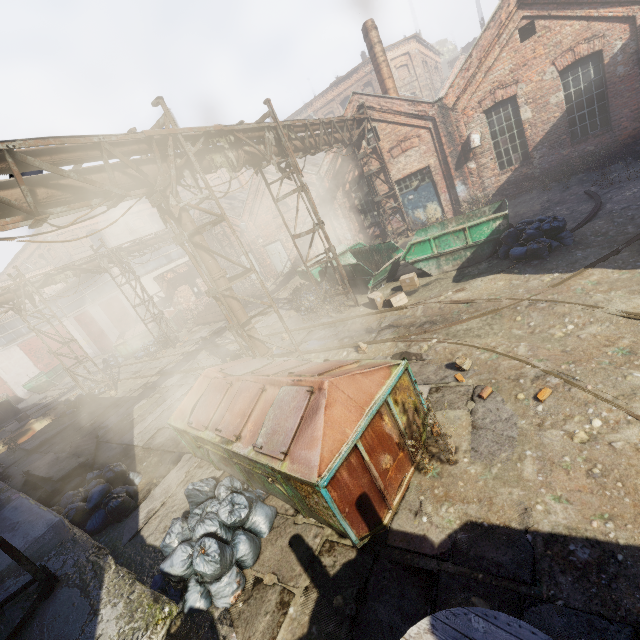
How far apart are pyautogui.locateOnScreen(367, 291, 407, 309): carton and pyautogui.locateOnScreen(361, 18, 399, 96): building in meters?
12.3

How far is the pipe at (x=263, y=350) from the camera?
8.11m

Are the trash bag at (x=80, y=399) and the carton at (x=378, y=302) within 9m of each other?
no

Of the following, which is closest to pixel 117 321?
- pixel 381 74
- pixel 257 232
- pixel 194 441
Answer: pixel 257 232

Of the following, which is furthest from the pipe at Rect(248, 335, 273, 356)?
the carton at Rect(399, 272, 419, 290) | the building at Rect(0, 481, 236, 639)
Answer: the carton at Rect(399, 272, 419, 290)

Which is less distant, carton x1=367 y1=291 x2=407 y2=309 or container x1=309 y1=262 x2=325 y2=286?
carton x1=367 y1=291 x2=407 y2=309

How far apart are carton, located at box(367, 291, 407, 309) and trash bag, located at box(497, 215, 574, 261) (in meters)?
2.99

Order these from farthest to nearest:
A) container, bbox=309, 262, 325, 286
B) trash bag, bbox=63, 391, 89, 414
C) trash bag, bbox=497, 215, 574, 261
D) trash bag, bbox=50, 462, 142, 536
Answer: trash bag, bbox=63, 391, 89, 414 → container, bbox=309, 262, 325, 286 → trash bag, bbox=497, 215, 574, 261 → trash bag, bbox=50, 462, 142, 536
